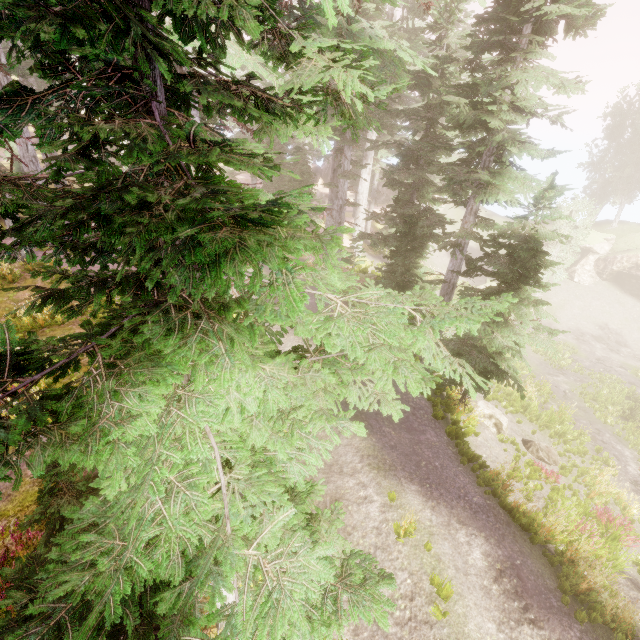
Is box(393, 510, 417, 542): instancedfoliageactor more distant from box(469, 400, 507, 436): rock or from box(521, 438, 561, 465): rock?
box(521, 438, 561, 465): rock

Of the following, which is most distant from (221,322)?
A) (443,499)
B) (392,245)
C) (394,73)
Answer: (392,245)

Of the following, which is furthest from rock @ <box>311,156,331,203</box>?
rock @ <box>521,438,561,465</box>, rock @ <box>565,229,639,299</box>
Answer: rock @ <box>521,438,561,465</box>

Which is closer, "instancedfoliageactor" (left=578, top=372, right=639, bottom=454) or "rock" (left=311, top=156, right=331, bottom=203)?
"instancedfoliageactor" (left=578, top=372, right=639, bottom=454)

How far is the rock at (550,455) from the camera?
14.8m

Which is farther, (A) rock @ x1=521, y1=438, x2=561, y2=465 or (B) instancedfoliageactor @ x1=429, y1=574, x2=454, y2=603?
(A) rock @ x1=521, y1=438, x2=561, y2=465

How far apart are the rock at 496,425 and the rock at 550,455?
0.83m

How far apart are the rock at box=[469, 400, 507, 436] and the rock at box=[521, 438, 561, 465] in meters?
0.8 m
